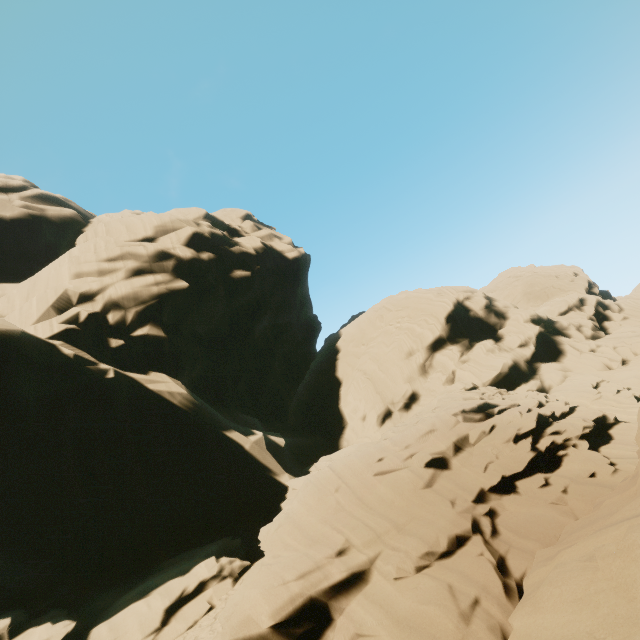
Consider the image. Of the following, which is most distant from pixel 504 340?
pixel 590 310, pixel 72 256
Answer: pixel 72 256
